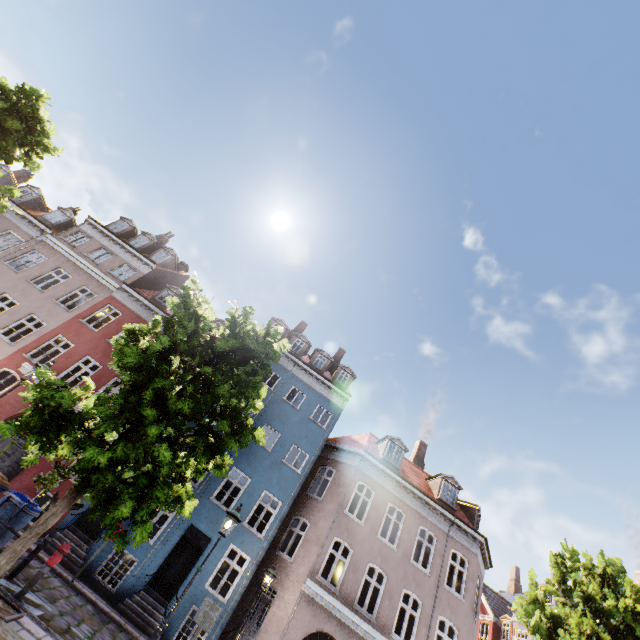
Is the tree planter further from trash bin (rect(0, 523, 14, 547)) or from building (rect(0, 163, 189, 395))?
building (rect(0, 163, 189, 395))

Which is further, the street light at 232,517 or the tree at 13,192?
the tree at 13,192

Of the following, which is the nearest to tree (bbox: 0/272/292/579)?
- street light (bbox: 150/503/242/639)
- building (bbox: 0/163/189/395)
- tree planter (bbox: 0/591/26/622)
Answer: tree planter (bbox: 0/591/26/622)

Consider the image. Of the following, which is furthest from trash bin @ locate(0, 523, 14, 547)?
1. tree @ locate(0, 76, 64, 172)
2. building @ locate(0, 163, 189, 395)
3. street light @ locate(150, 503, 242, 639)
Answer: building @ locate(0, 163, 189, 395)

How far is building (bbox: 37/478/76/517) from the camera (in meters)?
Answer: 13.66

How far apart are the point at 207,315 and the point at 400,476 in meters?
14.6

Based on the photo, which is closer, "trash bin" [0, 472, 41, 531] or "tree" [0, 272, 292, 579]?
"tree" [0, 272, 292, 579]

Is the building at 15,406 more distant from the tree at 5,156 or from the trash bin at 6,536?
the trash bin at 6,536
